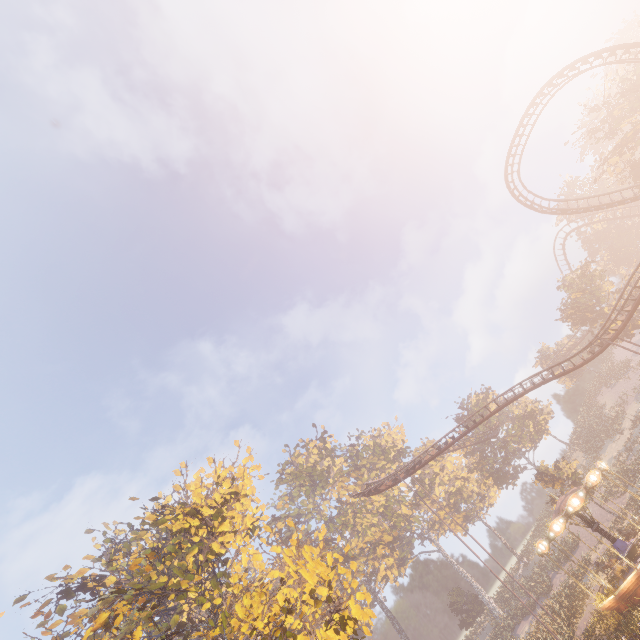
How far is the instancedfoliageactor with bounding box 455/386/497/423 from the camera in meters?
54.6

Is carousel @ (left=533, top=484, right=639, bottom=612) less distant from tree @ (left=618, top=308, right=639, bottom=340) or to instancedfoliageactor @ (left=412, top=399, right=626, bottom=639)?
instancedfoliageactor @ (left=412, top=399, right=626, bottom=639)

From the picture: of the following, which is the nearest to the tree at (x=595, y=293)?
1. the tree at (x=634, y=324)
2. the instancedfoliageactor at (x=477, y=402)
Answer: the tree at (x=634, y=324)

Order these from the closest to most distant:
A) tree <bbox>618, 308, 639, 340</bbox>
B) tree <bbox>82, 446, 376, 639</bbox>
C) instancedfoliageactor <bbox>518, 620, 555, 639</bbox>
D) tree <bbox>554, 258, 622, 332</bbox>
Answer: tree <bbox>82, 446, 376, 639</bbox> < instancedfoliageactor <bbox>518, 620, 555, 639</bbox> < tree <bbox>618, 308, 639, 340</bbox> < tree <bbox>554, 258, 622, 332</bbox>

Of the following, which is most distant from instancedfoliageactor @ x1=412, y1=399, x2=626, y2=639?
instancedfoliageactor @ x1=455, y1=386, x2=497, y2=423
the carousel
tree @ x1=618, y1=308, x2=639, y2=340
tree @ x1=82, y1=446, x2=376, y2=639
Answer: tree @ x1=618, y1=308, x2=639, y2=340

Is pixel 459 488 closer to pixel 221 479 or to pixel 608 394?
pixel 608 394

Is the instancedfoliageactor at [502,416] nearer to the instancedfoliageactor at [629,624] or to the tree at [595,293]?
the instancedfoliageactor at [629,624]

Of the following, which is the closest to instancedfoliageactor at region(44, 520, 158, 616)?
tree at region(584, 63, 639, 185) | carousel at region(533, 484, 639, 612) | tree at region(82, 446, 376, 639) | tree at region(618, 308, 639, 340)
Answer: carousel at region(533, 484, 639, 612)
